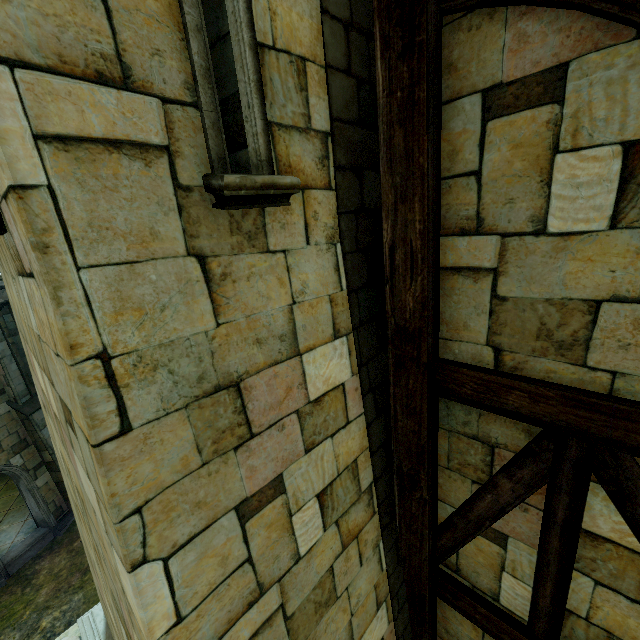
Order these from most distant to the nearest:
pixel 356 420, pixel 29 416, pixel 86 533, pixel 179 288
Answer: pixel 29 416 < pixel 86 533 < pixel 356 420 < pixel 179 288
